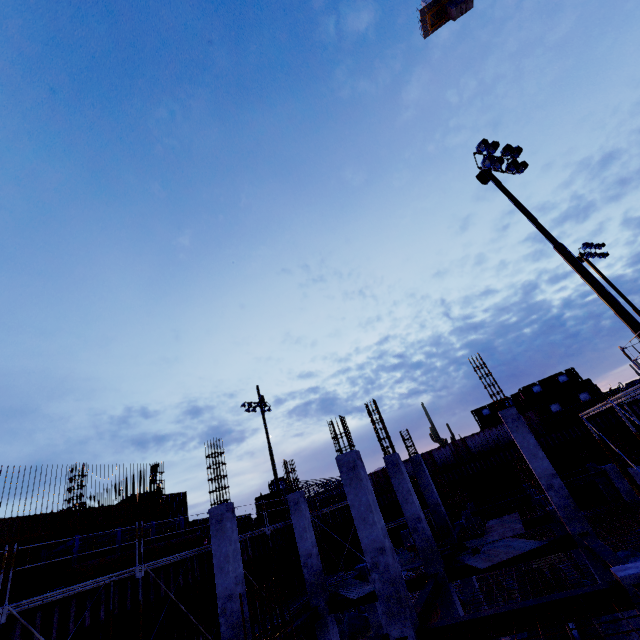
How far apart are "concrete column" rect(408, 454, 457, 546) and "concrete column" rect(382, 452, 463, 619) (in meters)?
4.33

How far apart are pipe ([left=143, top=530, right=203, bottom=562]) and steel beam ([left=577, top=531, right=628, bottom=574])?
16.96m

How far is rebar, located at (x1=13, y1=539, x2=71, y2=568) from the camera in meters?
13.8 m

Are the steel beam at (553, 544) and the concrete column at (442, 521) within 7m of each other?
yes

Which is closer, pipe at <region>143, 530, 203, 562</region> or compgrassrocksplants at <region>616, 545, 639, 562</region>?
pipe at <region>143, 530, 203, 562</region>

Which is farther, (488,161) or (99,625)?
(488,161)

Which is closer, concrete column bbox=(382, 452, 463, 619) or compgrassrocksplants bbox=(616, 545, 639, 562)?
concrete column bbox=(382, 452, 463, 619)

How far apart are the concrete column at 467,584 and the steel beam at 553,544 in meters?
4.5 m
